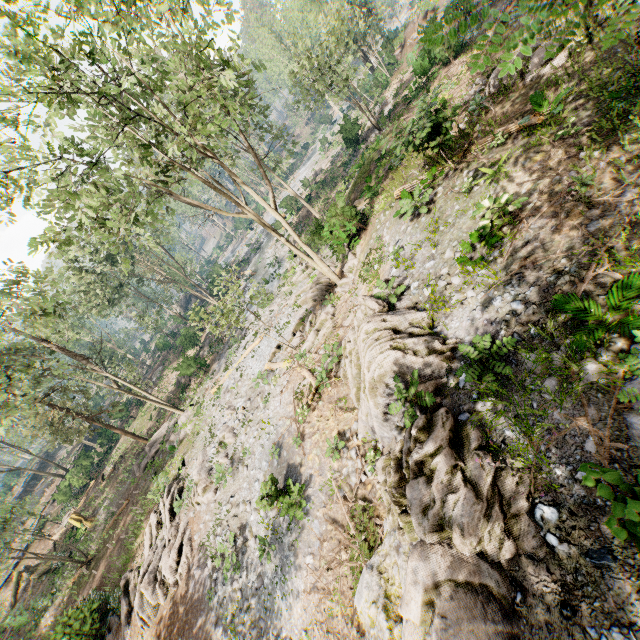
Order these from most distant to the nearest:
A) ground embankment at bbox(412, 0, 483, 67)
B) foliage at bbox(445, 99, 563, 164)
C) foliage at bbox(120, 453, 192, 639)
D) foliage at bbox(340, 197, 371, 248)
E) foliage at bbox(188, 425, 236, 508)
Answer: ground embankment at bbox(412, 0, 483, 67) < foliage at bbox(340, 197, 371, 248) < foliage at bbox(188, 425, 236, 508) < foliage at bbox(120, 453, 192, 639) < foliage at bbox(445, 99, 563, 164)

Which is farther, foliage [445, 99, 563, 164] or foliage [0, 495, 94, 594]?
foliage [0, 495, 94, 594]

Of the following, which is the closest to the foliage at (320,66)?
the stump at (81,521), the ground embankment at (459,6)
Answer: the ground embankment at (459,6)

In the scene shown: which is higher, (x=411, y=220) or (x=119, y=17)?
(x=119, y=17)

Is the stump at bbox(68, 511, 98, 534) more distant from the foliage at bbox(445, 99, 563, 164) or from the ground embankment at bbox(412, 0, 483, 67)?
the ground embankment at bbox(412, 0, 483, 67)

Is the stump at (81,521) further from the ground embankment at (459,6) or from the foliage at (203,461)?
the ground embankment at (459,6)

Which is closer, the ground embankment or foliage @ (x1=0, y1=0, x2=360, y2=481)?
foliage @ (x1=0, y1=0, x2=360, y2=481)

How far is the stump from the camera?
27.7m
